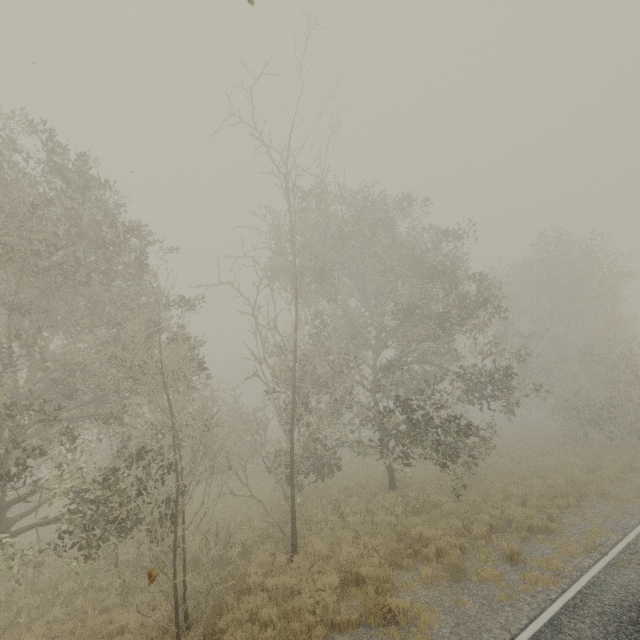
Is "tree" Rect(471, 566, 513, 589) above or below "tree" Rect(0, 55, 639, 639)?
below

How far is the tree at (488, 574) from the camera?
7.9m

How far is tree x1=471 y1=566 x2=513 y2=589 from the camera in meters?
7.9 m

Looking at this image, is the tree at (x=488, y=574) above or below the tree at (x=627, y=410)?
below

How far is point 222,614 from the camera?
8.1m
